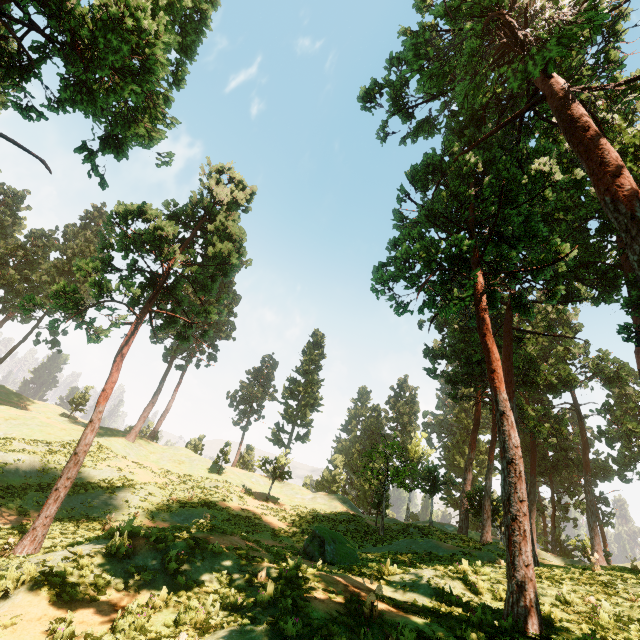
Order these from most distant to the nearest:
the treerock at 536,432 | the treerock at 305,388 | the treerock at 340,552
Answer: the treerock at 305,388 < the treerock at 340,552 < the treerock at 536,432

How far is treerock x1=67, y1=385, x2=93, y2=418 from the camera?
54.28m

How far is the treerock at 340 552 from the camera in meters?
14.5

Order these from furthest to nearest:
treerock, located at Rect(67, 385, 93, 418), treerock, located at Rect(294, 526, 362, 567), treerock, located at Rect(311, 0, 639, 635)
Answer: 1. treerock, located at Rect(67, 385, 93, 418)
2. treerock, located at Rect(294, 526, 362, 567)
3. treerock, located at Rect(311, 0, 639, 635)

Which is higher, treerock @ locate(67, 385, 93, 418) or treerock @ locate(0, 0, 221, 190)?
treerock @ locate(0, 0, 221, 190)

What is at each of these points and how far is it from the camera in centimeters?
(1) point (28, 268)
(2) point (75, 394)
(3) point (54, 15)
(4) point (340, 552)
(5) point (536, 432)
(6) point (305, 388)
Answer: (1) treerock, 5469cm
(2) treerock, 5478cm
(3) treerock, 866cm
(4) treerock, 1520cm
(5) treerock, 2647cm
(6) treerock, 4881cm
